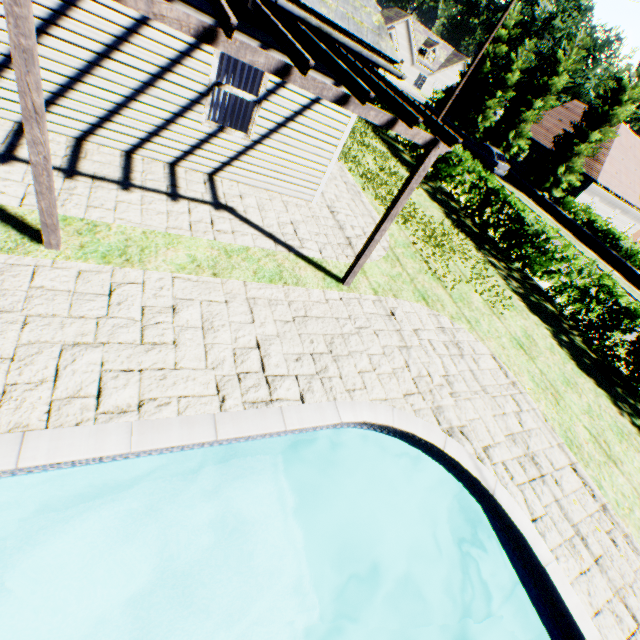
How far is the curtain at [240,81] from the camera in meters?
6.1 m

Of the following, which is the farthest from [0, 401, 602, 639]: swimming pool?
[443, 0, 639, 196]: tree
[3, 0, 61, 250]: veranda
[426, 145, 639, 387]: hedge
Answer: [426, 145, 639, 387]: hedge

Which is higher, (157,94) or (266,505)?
(157,94)

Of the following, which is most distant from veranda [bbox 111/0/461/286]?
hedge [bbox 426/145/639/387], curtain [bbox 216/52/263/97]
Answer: hedge [bbox 426/145/639/387]

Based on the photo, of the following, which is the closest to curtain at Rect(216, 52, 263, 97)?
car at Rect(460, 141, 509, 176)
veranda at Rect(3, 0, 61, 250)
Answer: veranda at Rect(3, 0, 61, 250)

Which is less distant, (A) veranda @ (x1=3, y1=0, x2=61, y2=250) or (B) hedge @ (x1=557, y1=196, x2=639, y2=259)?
(A) veranda @ (x1=3, y1=0, x2=61, y2=250)

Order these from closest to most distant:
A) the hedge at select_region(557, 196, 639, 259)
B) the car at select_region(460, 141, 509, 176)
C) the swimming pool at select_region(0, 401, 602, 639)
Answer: the swimming pool at select_region(0, 401, 602, 639)
the hedge at select_region(557, 196, 639, 259)
the car at select_region(460, 141, 509, 176)

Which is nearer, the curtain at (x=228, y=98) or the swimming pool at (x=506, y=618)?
the swimming pool at (x=506, y=618)
